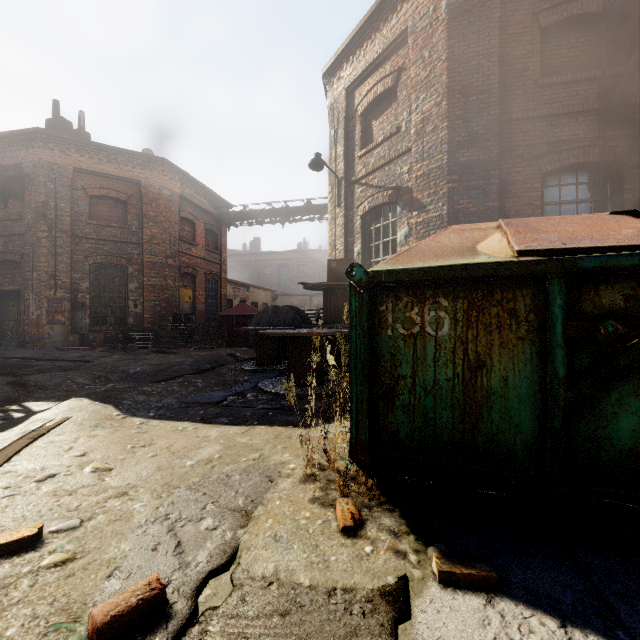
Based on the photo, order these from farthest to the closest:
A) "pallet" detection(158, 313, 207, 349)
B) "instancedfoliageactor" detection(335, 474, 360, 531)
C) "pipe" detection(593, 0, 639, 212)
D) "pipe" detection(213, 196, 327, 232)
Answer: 1. "pipe" detection(213, 196, 327, 232)
2. "pallet" detection(158, 313, 207, 349)
3. "pipe" detection(593, 0, 639, 212)
4. "instancedfoliageactor" detection(335, 474, 360, 531)

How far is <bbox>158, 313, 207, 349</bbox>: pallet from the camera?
12.3 meters

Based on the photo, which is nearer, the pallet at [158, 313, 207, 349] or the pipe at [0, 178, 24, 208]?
the pipe at [0, 178, 24, 208]

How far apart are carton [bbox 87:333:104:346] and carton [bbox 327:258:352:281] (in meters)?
9.54

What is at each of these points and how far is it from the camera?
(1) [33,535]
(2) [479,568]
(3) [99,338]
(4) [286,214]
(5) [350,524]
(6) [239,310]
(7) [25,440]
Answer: (1) instancedfoliageactor, 1.5 meters
(2) instancedfoliageactor, 1.4 meters
(3) carton, 11.8 meters
(4) pipe, 16.9 meters
(5) instancedfoliageactor, 1.7 meters
(6) trash container, 13.8 meters
(7) track, 2.8 meters

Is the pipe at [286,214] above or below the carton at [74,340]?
above

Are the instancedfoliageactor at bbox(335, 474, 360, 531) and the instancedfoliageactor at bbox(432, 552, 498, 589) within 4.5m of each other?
yes

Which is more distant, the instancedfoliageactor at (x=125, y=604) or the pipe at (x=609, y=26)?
the pipe at (x=609, y=26)
